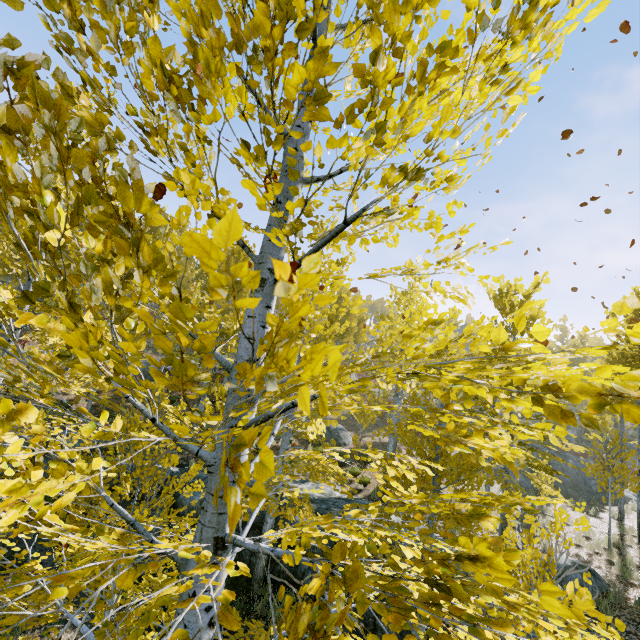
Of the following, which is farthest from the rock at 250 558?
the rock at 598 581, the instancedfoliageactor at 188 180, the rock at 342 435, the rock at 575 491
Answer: the rock at 342 435

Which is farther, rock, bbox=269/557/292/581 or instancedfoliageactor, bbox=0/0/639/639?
rock, bbox=269/557/292/581

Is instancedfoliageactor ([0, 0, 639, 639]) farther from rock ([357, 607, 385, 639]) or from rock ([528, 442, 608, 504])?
rock ([528, 442, 608, 504])

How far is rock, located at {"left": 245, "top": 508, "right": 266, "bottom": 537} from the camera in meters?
9.8 m

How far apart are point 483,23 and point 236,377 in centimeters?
199cm

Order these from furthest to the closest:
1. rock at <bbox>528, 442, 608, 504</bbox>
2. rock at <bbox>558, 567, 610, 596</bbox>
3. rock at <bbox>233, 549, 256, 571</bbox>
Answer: rock at <bbox>528, 442, 608, 504</bbox>, rock at <bbox>233, 549, 256, 571</bbox>, rock at <bbox>558, 567, 610, 596</bbox>

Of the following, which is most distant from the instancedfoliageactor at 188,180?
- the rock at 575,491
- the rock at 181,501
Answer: the rock at 575,491
